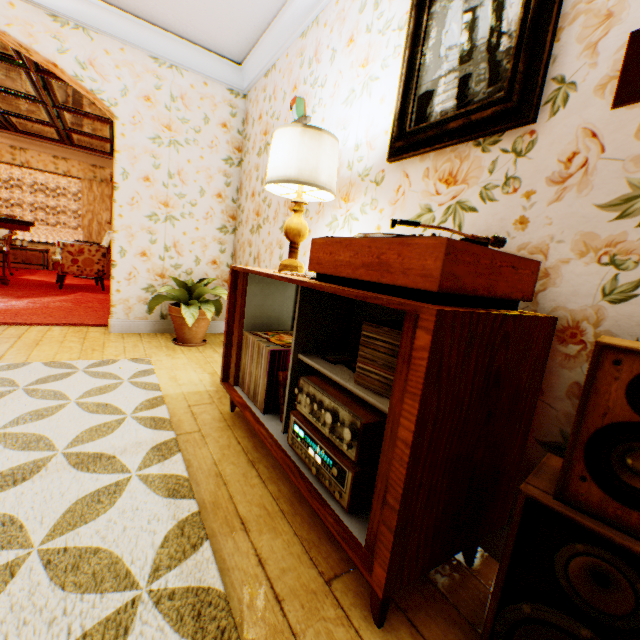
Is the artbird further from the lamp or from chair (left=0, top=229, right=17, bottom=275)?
chair (left=0, top=229, right=17, bottom=275)

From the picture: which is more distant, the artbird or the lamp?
the artbird

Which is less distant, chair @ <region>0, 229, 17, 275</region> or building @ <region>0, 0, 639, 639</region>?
building @ <region>0, 0, 639, 639</region>

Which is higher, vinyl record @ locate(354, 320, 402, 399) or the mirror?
the mirror

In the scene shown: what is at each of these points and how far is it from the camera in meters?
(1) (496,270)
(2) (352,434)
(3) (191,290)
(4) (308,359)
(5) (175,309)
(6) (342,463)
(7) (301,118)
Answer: (1) turntable, 0.9
(2) amplifier, 1.0
(3) plant, 3.5
(4) cabinet, 1.5
(5) flower pot, 3.4
(6) receiver, 1.1
(7) artbird, 2.6

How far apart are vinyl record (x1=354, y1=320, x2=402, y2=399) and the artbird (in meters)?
1.95

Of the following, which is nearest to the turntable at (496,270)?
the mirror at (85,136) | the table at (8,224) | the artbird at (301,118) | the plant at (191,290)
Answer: the artbird at (301,118)

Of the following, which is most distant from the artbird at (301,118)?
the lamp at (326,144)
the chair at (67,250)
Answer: the chair at (67,250)
